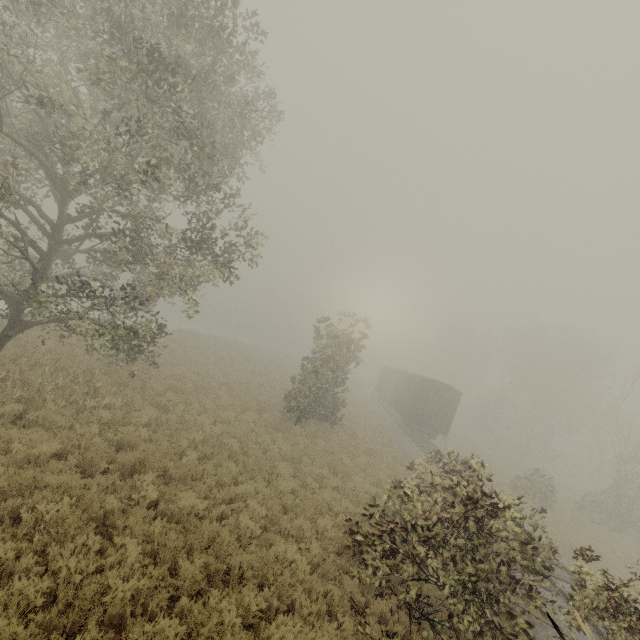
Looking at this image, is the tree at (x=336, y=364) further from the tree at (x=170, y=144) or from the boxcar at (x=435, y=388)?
the boxcar at (x=435, y=388)

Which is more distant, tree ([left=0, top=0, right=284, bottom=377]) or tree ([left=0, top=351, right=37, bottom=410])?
tree ([left=0, top=351, right=37, bottom=410])

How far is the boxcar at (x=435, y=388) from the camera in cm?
2550

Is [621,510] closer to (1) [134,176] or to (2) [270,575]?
(2) [270,575]

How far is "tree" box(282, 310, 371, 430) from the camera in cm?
1795

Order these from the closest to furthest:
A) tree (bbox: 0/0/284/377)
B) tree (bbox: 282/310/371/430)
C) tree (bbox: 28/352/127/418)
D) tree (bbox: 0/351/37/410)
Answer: tree (bbox: 0/0/284/377) → tree (bbox: 0/351/37/410) → tree (bbox: 28/352/127/418) → tree (bbox: 282/310/371/430)

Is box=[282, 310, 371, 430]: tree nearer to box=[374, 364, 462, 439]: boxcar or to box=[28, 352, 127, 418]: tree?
box=[28, 352, 127, 418]: tree

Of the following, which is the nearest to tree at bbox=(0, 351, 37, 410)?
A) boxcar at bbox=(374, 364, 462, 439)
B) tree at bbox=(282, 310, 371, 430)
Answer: tree at bbox=(282, 310, 371, 430)
